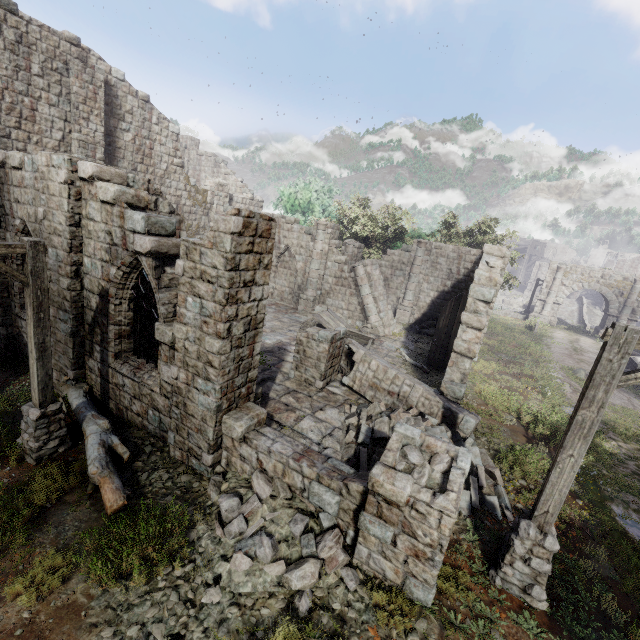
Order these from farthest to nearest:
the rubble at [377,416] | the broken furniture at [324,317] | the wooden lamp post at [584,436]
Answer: the broken furniture at [324,317], the rubble at [377,416], the wooden lamp post at [584,436]

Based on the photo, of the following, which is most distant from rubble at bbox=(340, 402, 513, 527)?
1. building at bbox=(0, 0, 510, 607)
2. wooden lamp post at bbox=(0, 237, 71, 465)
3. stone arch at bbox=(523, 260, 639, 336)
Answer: stone arch at bbox=(523, 260, 639, 336)

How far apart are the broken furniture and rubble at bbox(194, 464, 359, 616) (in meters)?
10.09

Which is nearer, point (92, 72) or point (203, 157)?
point (92, 72)

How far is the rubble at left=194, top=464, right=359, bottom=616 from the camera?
5.01m

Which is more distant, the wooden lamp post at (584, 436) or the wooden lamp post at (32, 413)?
the wooden lamp post at (32, 413)

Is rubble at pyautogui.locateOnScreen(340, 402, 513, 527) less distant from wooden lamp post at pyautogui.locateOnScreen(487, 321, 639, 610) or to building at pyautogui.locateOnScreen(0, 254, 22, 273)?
building at pyautogui.locateOnScreen(0, 254, 22, 273)

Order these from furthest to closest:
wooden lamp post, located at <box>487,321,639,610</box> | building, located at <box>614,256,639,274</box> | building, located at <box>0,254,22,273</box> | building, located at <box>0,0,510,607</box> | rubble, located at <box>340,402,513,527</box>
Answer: building, located at <box>614,256,639,274</box>, building, located at <box>0,254,22,273</box>, rubble, located at <box>340,402,513,527</box>, building, located at <box>0,0,510,607</box>, wooden lamp post, located at <box>487,321,639,610</box>
